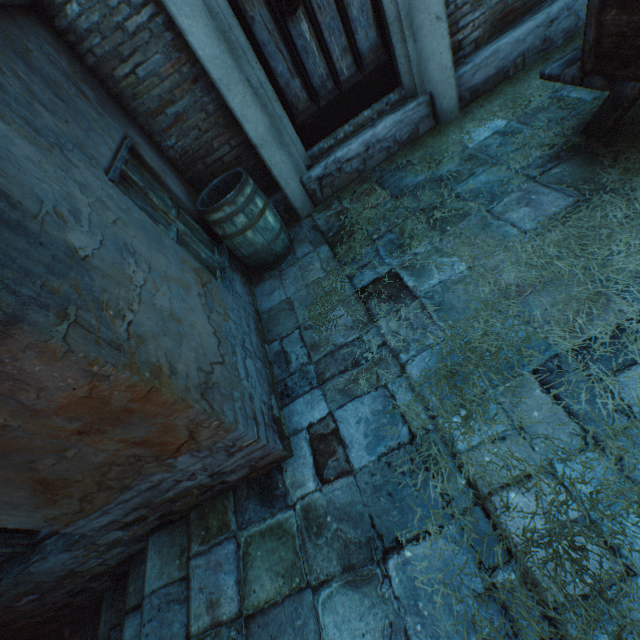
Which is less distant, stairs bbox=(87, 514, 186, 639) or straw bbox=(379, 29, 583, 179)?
stairs bbox=(87, 514, 186, 639)

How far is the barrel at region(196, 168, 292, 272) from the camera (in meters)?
3.19

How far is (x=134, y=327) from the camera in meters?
1.6

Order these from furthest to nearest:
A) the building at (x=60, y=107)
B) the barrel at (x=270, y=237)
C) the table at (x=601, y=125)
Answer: the barrel at (x=270, y=237)
the table at (x=601, y=125)
the building at (x=60, y=107)

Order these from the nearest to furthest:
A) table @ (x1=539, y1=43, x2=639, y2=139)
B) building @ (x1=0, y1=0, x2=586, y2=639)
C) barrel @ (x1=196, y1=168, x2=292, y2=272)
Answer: building @ (x1=0, y1=0, x2=586, y2=639) < table @ (x1=539, y1=43, x2=639, y2=139) < barrel @ (x1=196, y1=168, x2=292, y2=272)

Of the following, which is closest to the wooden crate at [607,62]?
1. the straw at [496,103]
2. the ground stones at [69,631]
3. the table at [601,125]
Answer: the table at [601,125]

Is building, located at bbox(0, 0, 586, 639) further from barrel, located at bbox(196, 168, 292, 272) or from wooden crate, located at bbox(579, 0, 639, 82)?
wooden crate, located at bbox(579, 0, 639, 82)

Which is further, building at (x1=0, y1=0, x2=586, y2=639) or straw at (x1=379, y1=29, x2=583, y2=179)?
straw at (x1=379, y1=29, x2=583, y2=179)
